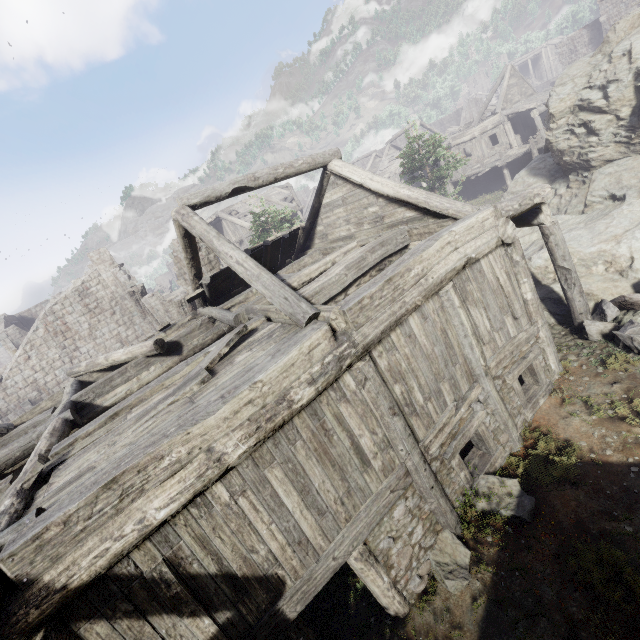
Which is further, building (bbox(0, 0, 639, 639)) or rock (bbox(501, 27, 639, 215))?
rock (bbox(501, 27, 639, 215))

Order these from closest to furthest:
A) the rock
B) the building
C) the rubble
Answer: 1. the building
2. the rubble
3. the rock

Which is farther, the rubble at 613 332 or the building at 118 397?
the rubble at 613 332

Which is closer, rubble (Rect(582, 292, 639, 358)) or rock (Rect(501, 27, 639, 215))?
rubble (Rect(582, 292, 639, 358))

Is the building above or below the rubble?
above

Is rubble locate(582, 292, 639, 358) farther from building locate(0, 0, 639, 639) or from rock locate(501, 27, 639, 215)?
building locate(0, 0, 639, 639)

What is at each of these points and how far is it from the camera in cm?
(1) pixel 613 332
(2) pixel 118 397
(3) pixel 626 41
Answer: (1) rubble, 804
(2) building, 899
(3) rock, 1126

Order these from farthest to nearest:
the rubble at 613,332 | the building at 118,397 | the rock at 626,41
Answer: the rock at 626,41
the rubble at 613,332
the building at 118,397
